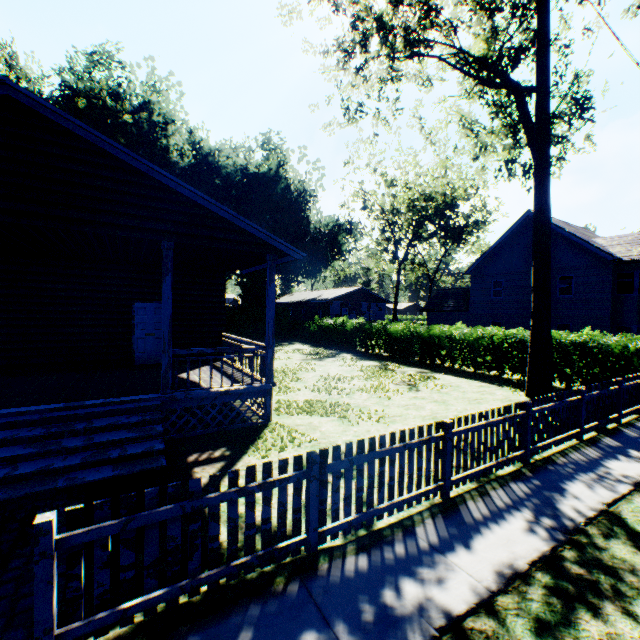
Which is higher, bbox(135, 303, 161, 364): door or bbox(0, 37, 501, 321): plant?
bbox(0, 37, 501, 321): plant

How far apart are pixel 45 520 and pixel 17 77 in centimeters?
3859cm

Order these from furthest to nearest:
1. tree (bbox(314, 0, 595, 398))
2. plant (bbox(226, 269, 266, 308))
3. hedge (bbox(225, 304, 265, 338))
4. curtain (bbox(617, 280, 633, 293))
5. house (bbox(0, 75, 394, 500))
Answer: plant (bbox(226, 269, 266, 308)) < hedge (bbox(225, 304, 265, 338)) < curtain (bbox(617, 280, 633, 293)) < tree (bbox(314, 0, 595, 398)) < house (bbox(0, 75, 394, 500))

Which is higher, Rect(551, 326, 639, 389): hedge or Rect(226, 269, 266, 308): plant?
Rect(226, 269, 266, 308): plant

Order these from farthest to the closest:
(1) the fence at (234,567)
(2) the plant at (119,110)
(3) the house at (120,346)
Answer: (2) the plant at (119,110), (3) the house at (120,346), (1) the fence at (234,567)

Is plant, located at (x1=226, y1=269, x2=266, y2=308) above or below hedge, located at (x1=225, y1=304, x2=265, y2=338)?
above

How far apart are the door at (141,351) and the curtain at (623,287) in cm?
2728
